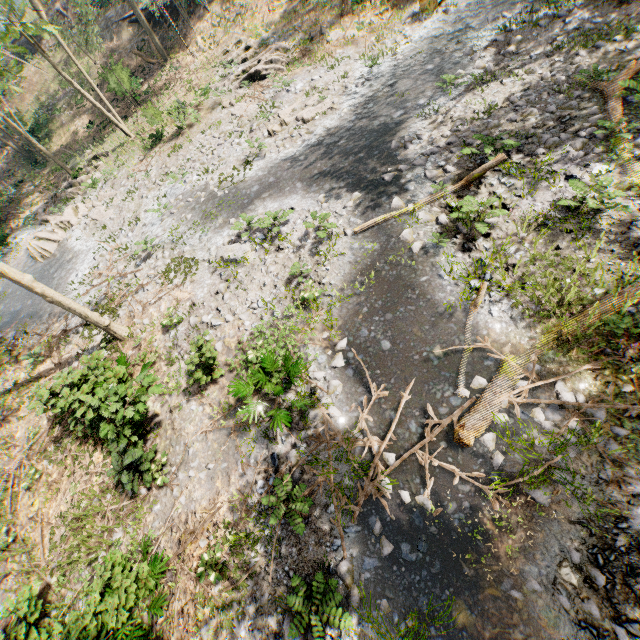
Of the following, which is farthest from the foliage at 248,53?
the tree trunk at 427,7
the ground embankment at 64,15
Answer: the tree trunk at 427,7

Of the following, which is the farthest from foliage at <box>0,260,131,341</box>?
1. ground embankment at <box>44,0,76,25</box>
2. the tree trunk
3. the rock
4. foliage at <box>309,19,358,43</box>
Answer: the rock

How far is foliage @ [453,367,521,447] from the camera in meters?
6.8 m

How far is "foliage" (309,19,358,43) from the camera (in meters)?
18.30

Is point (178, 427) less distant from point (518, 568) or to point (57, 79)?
point (518, 568)

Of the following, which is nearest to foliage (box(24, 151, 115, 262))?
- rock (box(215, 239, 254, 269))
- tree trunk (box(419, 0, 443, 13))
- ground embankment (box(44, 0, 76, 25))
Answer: ground embankment (box(44, 0, 76, 25))

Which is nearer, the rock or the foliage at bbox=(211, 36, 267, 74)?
the rock

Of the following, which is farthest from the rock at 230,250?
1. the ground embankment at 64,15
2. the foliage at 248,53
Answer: the ground embankment at 64,15
